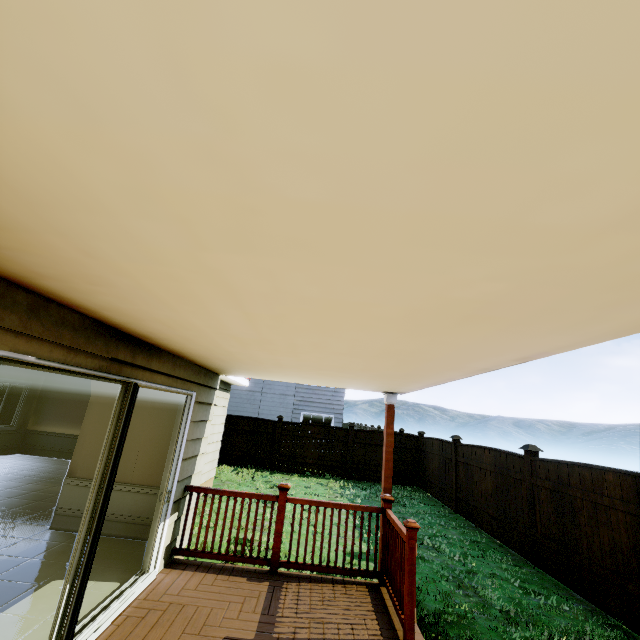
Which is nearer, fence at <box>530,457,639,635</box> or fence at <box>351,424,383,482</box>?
fence at <box>530,457,639,635</box>

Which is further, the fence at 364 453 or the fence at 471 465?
the fence at 364 453

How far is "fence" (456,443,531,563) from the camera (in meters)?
6.87

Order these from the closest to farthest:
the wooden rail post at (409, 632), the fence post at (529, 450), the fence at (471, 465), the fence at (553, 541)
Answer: the wooden rail post at (409, 632) → the fence at (553, 541) → the fence post at (529, 450) → the fence at (471, 465)

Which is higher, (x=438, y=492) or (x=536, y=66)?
(x=536, y=66)

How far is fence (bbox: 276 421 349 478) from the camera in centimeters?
1348cm

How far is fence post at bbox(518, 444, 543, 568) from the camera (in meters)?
6.32

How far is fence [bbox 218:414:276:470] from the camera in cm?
1352
